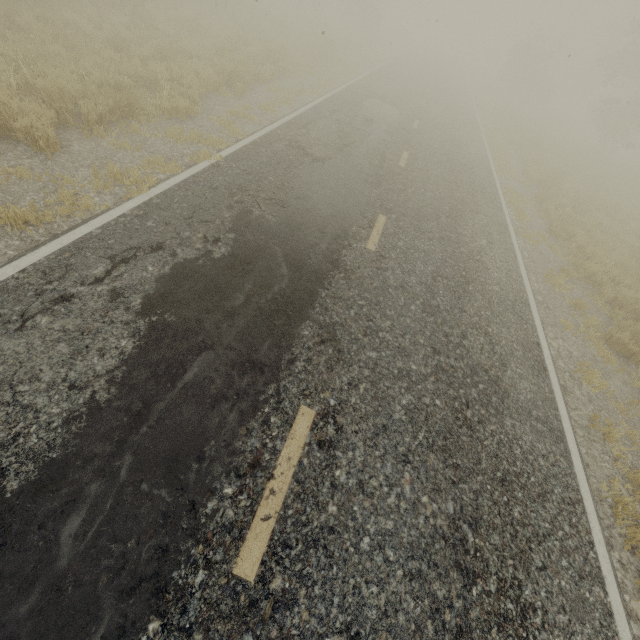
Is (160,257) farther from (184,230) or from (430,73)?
(430,73)
